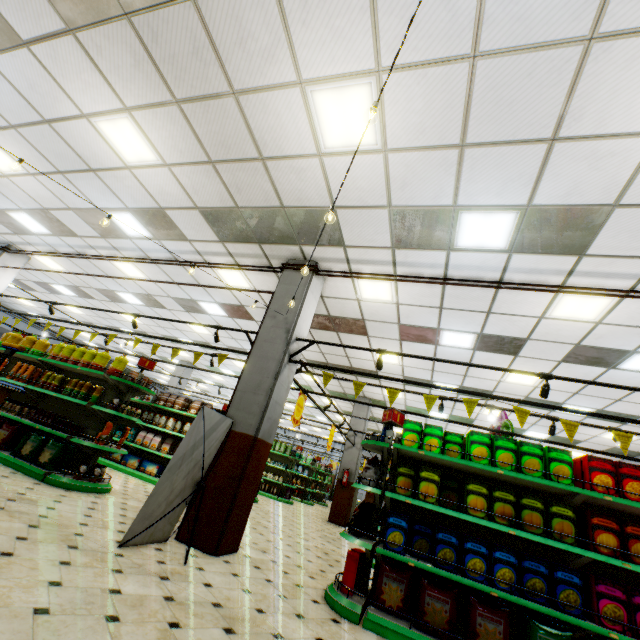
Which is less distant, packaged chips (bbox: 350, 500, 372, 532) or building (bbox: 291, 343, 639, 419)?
packaged chips (bbox: 350, 500, 372, 532)

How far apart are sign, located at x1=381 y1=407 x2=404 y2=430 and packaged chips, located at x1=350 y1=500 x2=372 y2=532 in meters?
1.1

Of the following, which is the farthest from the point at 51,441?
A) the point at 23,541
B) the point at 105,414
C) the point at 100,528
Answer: the point at 23,541

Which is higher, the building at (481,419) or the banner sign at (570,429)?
the building at (481,419)

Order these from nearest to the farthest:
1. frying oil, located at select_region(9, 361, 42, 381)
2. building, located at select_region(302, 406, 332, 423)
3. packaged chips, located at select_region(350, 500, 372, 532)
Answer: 1. packaged chips, located at select_region(350, 500, 372, 532)
2. frying oil, located at select_region(9, 361, 42, 381)
3. building, located at select_region(302, 406, 332, 423)

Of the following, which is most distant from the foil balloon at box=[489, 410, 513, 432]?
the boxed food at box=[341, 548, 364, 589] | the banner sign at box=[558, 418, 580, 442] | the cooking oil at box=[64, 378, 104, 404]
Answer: the cooking oil at box=[64, 378, 104, 404]

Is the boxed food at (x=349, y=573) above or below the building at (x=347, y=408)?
below

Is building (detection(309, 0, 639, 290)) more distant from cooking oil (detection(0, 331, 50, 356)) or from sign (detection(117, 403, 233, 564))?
cooking oil (detection(0, 331, 50, 356))
